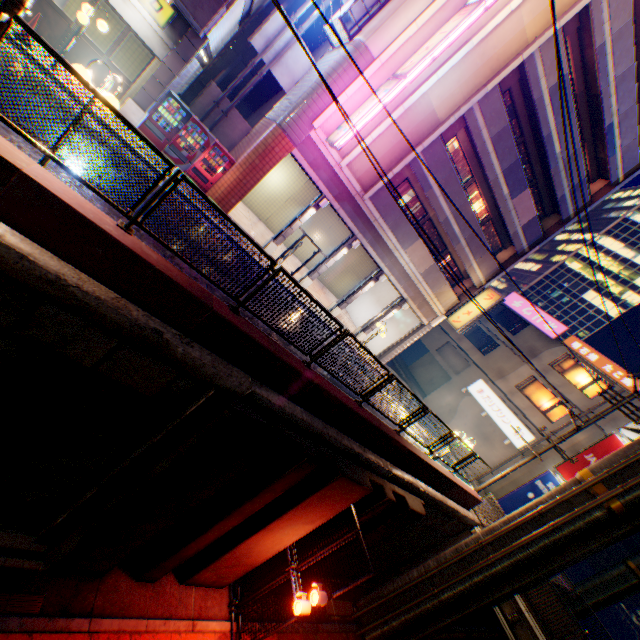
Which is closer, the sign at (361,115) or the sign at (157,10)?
the sign at (157,10)

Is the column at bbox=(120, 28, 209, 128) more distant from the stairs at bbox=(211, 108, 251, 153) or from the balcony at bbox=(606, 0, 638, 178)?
the balcony at bbox=(606, 0, 638, 178)

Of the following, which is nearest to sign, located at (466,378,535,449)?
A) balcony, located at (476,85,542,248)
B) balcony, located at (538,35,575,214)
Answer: balcony, located at (476,85,542,248)

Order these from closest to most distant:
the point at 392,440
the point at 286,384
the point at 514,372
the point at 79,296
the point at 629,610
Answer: the point at 79,296, the point at 286,384, the point at 392,440, the point at 514,372, the point at 629,610

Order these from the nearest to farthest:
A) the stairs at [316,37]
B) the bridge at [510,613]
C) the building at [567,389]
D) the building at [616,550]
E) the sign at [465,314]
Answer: the bridge at [510,613] < the stairs at [316,37] < the sign at [465,314] < the building at [567,389] < the building at [616,550]

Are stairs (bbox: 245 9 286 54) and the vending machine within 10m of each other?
yes

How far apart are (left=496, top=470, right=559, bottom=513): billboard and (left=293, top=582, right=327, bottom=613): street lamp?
19.63m

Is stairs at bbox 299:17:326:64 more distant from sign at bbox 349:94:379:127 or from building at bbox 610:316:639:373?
building at bbox 610:316:639:373
